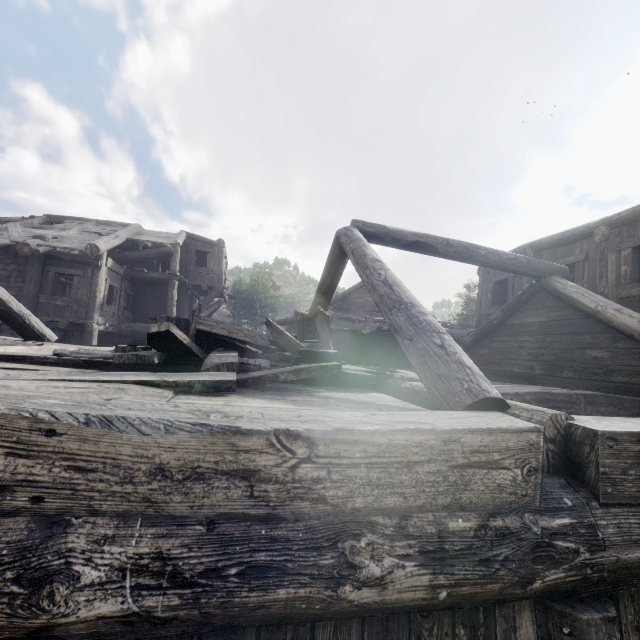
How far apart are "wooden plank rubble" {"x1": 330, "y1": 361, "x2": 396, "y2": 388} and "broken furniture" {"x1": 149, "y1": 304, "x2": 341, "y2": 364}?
0.01m

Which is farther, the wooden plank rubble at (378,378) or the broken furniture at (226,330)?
the broken furniture at (226,330)

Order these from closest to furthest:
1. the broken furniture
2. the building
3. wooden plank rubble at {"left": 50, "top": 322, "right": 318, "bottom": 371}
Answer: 1. the building
2. wooden plank rubble at {"left": 50, "top": 322, "right": 318, "bottom": 371}
3. the broken furniture

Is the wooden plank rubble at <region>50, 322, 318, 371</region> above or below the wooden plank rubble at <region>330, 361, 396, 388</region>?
above

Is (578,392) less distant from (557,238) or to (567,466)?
(567,466)

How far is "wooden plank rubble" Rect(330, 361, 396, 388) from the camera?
3.7 meters

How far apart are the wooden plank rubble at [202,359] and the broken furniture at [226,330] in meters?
0.0 m
